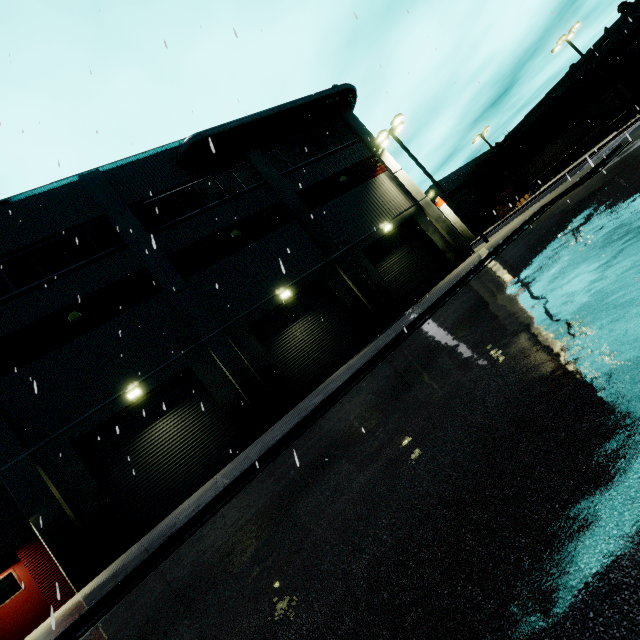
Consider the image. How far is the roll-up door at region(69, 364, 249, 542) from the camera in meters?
12.2

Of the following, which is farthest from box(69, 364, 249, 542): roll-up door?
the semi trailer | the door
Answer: the door

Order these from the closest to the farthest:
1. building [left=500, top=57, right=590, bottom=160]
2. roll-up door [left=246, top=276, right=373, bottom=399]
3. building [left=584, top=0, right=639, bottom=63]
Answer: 1. roll-up door [left=246, top=276, right=373, bottom=399]
2. building [left=584, top=0, right=639, bottom=63]
3. building [left=500, top=57, right=590, bottom=160]

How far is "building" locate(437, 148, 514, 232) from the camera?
51.00m

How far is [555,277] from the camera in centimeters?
514cm

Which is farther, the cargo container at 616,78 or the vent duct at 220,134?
the cargo container at 616,78

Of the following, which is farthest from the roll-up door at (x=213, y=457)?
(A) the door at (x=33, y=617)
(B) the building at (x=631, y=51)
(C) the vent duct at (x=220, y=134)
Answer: (A) the door at (x=33, y=617)

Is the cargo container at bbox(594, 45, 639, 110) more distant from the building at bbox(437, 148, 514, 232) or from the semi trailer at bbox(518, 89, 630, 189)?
the building at bbox(437, 148, 514, 232)
